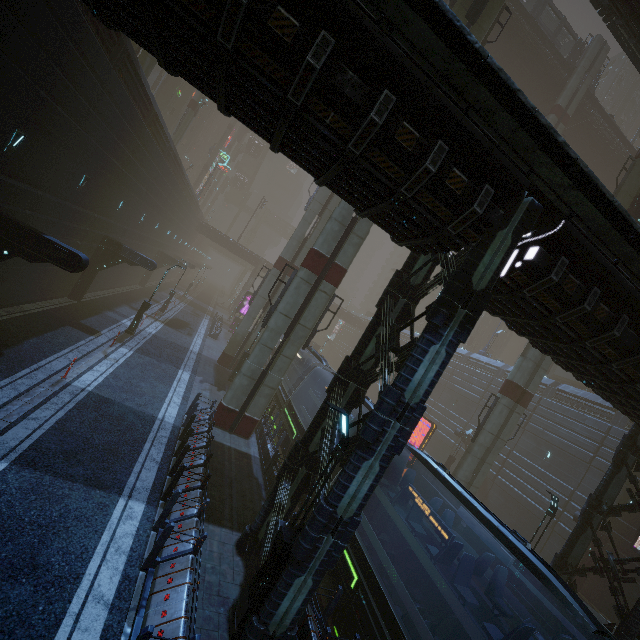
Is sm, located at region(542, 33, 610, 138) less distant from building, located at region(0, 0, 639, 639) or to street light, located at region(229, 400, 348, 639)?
building, located at region(0, 0, 639, 639)

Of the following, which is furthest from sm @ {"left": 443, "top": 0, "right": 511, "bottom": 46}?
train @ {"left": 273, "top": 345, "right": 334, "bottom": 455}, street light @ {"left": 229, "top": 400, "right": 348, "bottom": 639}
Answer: street light @ {"left": 229, "top": 400, "right": 348, "bottom": 639}

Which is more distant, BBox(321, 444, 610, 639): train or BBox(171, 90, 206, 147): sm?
BBox(171, 90, 206, 147): sm

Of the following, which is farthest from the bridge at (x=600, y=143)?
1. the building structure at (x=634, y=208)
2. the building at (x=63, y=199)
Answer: the building structure at (x=634, y=208)

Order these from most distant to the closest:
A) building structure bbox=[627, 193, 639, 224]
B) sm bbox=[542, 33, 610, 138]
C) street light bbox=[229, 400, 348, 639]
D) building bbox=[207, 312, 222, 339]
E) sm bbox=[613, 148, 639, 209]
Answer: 1. building bbox=[207, 312, 222, 339]
2. sm bbox=[542, 33, 610, 138]
3. sm bbox=[613, 148, 639, 209]
4. building structure bbox=[627, 193, 639, 224]
5. street light bbox=[229, 400, 348, 639]

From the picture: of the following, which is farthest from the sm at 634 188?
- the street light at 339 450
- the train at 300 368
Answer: the street light at 339 450

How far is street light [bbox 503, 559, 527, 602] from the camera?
15.7 meters

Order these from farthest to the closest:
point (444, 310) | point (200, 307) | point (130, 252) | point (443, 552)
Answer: point (200, 307)
point (130, 252)
point (443, 552)
point (444, 310)
